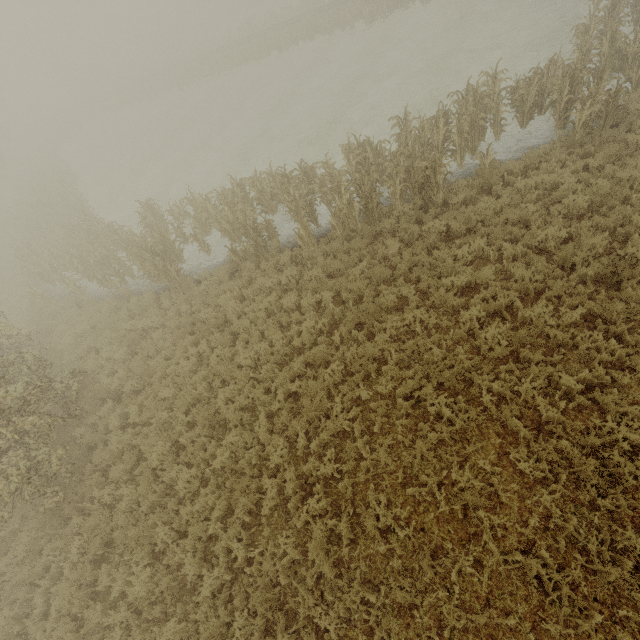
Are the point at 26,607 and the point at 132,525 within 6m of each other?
yes
